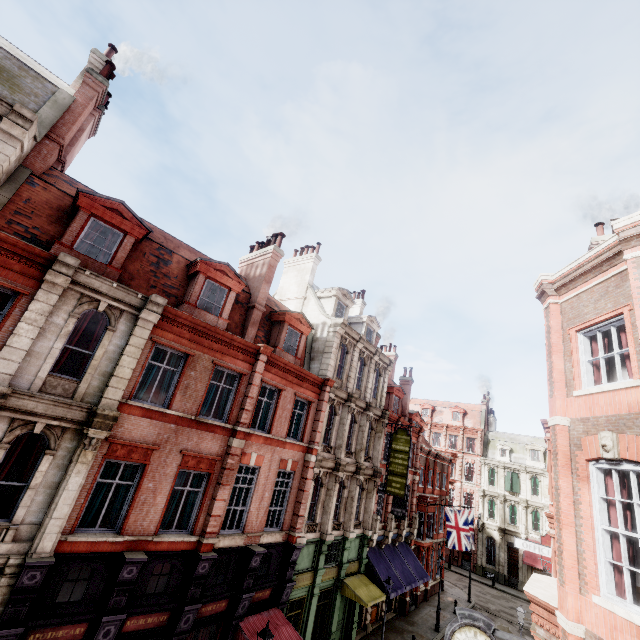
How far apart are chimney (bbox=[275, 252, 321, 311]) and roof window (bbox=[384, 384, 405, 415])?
10.8 meters

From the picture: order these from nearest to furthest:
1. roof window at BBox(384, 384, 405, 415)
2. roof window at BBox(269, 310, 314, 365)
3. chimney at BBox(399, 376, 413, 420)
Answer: roof window at BBox(269, 310, 314, 365)
roof window at BBox(384, 384, 405, 415)
chimney at BBox(399, 376, 413, 420)

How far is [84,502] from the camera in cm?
977

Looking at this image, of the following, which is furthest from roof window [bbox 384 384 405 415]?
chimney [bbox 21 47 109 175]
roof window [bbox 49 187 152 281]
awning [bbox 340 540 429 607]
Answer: chimney [bbox 21 47 109 175]

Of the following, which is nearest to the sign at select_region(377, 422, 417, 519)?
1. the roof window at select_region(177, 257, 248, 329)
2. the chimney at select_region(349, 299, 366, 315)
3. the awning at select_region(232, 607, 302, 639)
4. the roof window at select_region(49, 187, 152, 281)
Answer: the chimney at select_region(349, 299, 366, 315)

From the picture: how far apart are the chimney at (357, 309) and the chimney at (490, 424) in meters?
35.3 m

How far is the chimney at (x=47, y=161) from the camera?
11.8m

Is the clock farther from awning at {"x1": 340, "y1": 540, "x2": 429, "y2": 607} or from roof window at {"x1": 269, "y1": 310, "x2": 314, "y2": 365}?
awning at {"x1": 340, "y1": 540, "x2": 429, "y2": 607}
